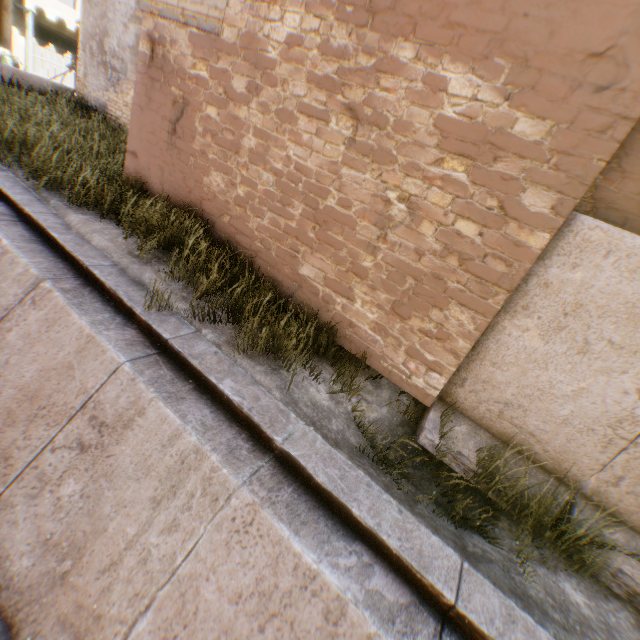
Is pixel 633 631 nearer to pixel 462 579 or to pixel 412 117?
pixel 462 579

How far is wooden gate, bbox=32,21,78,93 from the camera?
18.4m

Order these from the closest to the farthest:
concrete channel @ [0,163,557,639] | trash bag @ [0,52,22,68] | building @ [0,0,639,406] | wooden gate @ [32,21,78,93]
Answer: concrete channel @ [0,163,557,639] → building @ [0,0,639,406] → trash bag @ [0,52,22,68] → wooden gate @ [32,21,78,93]

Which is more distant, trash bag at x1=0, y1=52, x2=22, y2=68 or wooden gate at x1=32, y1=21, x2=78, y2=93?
wooden gate at x1=32, y1=21, x2=78, y2=93

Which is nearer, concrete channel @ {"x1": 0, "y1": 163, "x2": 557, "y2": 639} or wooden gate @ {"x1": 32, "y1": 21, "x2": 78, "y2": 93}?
concrete channel @ {"x1": 0, "y1": 163, "x2": 557, "y2": 639}

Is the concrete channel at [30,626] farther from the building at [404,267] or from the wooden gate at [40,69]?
the wooden gate at [40,69]

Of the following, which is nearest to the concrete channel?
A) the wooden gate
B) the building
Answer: the building

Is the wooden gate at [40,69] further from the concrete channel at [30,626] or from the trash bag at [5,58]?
the concrete channel at [30,626]
